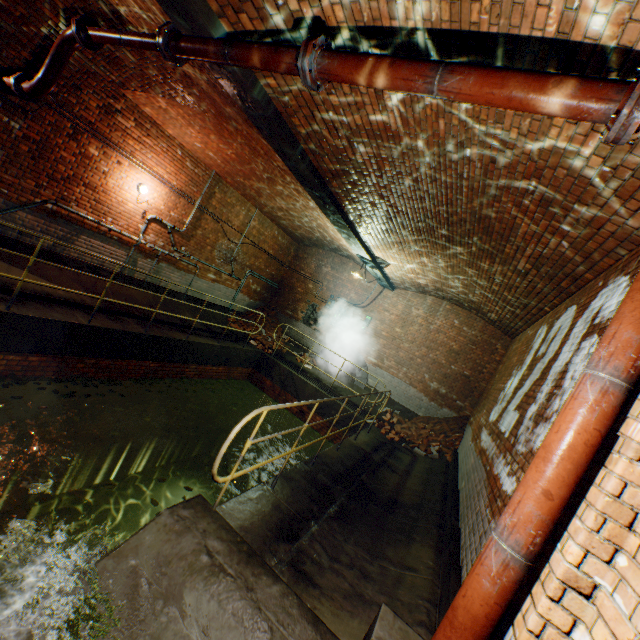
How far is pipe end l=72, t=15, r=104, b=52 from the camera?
4.4 meters

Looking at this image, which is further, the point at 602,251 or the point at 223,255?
the point at 223,255

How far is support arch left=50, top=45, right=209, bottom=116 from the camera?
5.4m

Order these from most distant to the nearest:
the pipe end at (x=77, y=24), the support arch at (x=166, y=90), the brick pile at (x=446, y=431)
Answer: the brick pile at (x=446, y=431), the support arch at (x=166, y=90), the pipe end at (x=77, y=24)

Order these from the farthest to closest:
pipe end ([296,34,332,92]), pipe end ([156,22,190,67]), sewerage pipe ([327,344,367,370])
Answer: sewerage pipe ([327,344,367,370]) < pipe end ([156,22,190,67]) < pipe end ([296,34,332,92])

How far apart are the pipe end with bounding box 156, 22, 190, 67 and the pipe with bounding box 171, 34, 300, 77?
0.01m

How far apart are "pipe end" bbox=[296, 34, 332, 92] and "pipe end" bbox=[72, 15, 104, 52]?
3.88m

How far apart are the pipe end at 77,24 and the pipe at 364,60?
4.0 meters
